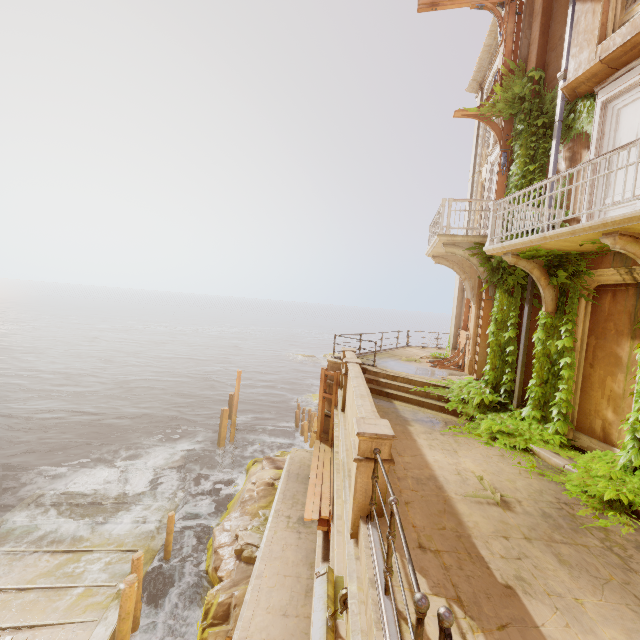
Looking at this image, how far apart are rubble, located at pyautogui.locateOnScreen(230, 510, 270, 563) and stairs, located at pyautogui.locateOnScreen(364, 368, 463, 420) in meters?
6.2 m

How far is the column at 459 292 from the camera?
14.6m

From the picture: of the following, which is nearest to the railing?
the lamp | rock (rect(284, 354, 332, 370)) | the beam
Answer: the lamp

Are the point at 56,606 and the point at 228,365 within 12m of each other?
no

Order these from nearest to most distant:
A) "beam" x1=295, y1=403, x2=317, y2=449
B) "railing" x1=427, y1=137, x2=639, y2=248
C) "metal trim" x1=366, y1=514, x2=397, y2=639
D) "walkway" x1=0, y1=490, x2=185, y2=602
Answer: "metal trim" x1=366, y1=514, x2=397, y2=639, "railing" x1=427, y1=137, x2=639, y2=248, "walkway" x1=0, y1=490, x2=185, y2=602, "beam" x1=295, y1=403, x2=317, y2=449

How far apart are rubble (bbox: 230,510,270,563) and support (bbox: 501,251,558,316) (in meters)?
11.35

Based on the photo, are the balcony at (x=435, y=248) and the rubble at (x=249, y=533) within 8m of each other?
no

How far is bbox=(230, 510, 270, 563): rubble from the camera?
11.0m
